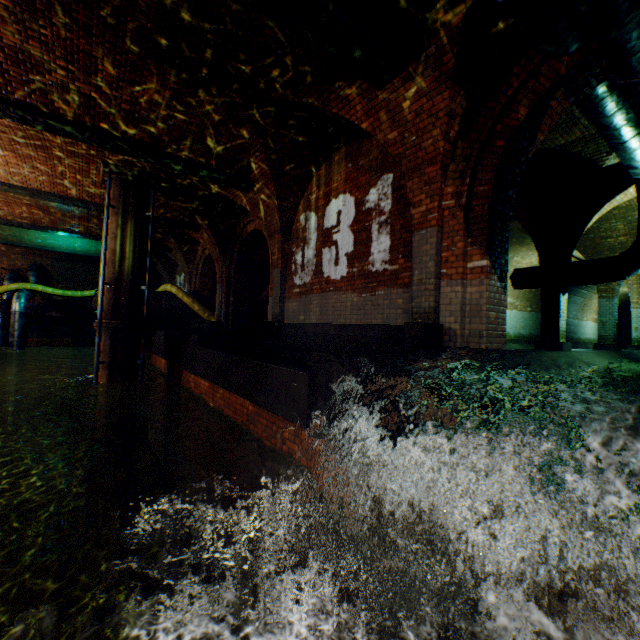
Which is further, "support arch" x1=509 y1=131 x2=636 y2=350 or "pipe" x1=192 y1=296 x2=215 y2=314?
"pipe" x1=192 y1=296 x2=215 y2=314

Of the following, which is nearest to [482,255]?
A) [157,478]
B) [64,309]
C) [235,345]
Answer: [235,345]

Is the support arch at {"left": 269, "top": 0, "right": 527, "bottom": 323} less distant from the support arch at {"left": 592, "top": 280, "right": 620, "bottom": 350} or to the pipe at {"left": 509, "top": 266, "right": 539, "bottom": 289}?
the pipe at {"left": 509, "top": 266, "right": 539, "bottom": 289}

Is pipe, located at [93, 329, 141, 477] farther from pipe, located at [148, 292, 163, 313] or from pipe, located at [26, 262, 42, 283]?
pipe, located at [26, 262, 42, 283]

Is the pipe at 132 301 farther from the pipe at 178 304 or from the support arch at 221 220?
the pipe at 178 304

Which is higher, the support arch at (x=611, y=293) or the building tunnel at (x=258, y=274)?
the building tunnel at (x=258, y=274)

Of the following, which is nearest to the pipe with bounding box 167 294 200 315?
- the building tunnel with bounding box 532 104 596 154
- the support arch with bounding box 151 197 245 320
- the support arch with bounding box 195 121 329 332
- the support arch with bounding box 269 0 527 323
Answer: the support arch with bounding box 151 197 245 320

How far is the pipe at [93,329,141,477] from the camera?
8.8 meters
